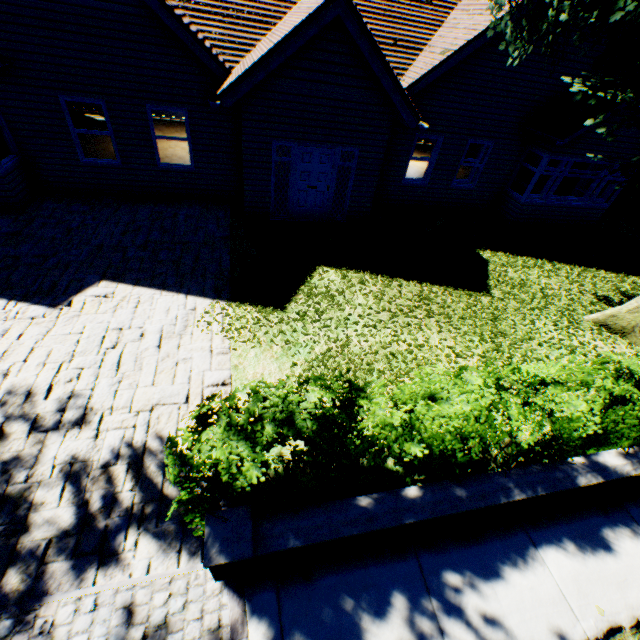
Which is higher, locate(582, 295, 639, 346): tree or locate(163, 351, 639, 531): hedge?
locate(163, 351, 639, 531): hedge

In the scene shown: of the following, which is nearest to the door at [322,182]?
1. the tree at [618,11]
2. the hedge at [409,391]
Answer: the tree at [618,11]

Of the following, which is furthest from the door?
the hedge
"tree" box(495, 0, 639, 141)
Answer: the hedge

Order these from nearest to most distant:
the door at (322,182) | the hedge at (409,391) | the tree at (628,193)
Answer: the hedge at (409,391), the tree at (628,193), the door at (322,182)

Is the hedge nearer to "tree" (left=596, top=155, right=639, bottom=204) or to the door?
"tree" (left=596, top=155, right=639, bottom=204)

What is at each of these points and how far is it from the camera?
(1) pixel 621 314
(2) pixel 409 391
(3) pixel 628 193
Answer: (1) tree, 7.8m
(2) hedge, 3.8m
(3) tree, 5.9m

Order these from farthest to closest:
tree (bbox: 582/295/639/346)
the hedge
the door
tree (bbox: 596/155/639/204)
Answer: the door, tree (bbox: 582/295/639/346), tree (bbox: 596/155/639/204), the hedge
